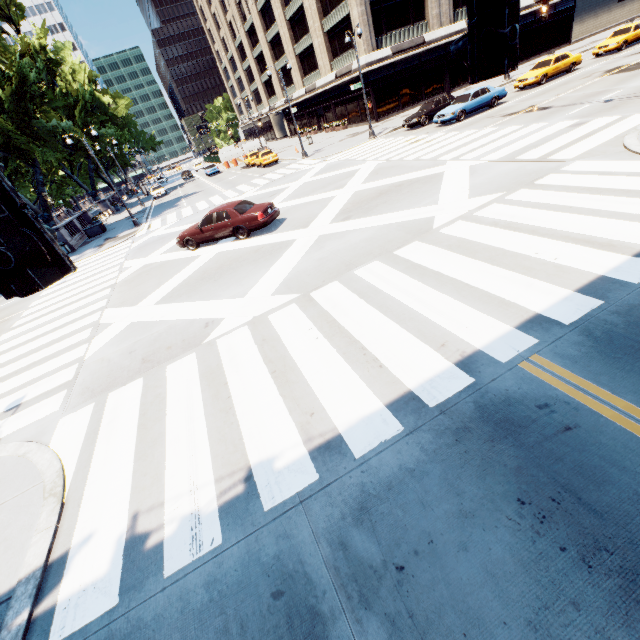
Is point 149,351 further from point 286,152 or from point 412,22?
point 412,22

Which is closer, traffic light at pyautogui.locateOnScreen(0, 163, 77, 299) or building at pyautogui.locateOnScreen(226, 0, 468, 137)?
traffic light at pyautogui.locateOnScreen(0, 163, 77, 299)

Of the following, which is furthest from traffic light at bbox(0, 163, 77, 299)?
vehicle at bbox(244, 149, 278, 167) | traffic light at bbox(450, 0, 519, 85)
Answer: vehicle at bbox(244, 149, 278, 167)

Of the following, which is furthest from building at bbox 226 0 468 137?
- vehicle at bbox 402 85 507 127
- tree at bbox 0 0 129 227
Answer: vehicle at bbox 402 85 507 127

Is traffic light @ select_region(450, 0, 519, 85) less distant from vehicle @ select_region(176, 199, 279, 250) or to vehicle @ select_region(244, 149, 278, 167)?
vehicle @ select_region(176, 199, 279, 250)

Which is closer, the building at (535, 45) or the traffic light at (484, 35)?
the traffic light at (484, 35)

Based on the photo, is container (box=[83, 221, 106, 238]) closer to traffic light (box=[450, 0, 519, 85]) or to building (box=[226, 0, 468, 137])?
building (box=[226, 0, 468, 137])

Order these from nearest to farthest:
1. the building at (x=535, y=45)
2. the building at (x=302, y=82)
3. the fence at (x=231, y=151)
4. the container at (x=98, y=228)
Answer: the container at (x=98, y=228), the building at (x=302, y=82), the building at (x=535, y=45), the fence at (x=231, y=151)
